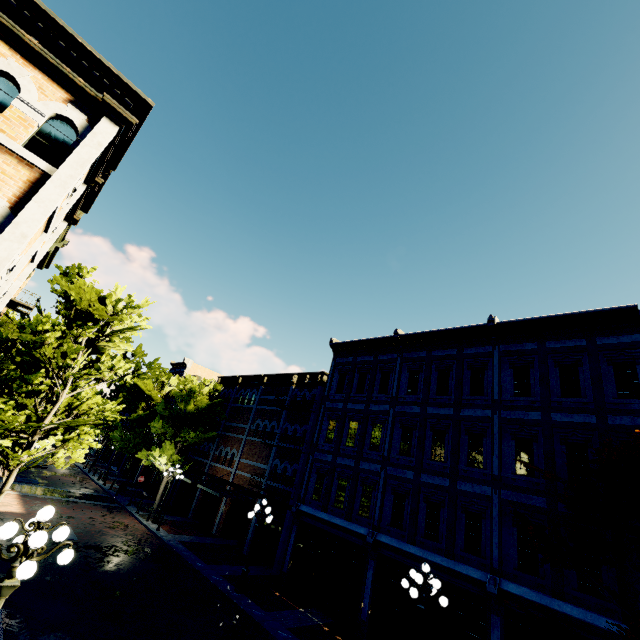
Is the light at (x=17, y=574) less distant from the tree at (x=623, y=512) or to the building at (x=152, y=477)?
the tree at (x=623, y=512)

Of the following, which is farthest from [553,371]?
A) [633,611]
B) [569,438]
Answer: [633,611]

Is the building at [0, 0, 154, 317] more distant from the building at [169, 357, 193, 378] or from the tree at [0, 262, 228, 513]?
the building at [169, 357, 193, 378]

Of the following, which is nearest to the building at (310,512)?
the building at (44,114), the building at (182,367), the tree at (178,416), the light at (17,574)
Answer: the tree at (178,416)

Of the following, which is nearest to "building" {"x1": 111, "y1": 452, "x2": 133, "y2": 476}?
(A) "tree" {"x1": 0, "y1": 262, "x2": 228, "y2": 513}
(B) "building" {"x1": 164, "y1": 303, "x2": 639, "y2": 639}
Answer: (A) "tree" {"x1": 0, "y1": 262, "x2": 228, "y2": 513}

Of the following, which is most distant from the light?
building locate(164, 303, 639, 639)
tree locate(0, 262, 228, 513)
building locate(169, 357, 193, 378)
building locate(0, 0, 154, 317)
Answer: building locate(169, 357, 193, 378)

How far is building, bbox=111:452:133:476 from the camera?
37.7m
